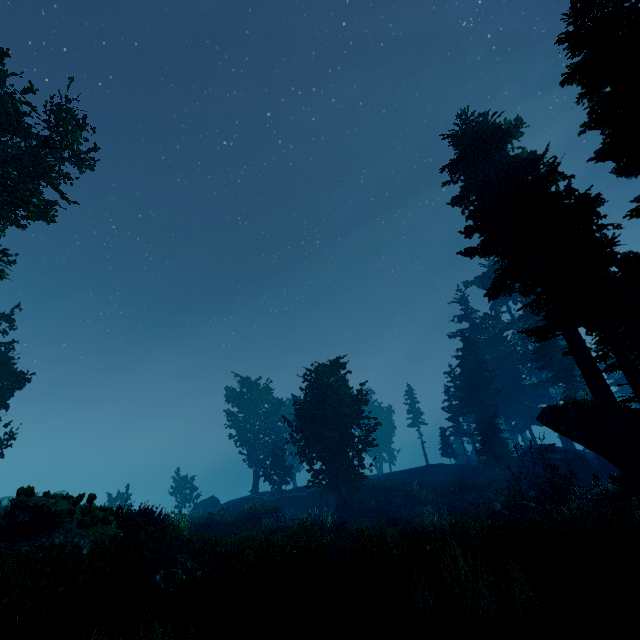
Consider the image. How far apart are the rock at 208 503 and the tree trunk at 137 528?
32.2m

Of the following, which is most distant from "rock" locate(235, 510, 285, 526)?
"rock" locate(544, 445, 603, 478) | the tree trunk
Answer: "rock" locate(544, 445, 603, 478)

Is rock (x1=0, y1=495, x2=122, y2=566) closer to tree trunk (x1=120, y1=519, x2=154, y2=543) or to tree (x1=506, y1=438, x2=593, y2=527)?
tree trunk (x1=120, y1=519, x2=154, y2=543)

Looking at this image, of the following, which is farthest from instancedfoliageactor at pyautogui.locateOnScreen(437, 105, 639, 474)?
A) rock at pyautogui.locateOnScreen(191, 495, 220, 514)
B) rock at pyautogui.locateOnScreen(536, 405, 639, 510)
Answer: rock at pyautogui.locateOnScreen(191, 495, 220, 514)

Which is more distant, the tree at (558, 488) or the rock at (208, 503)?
the rock at (208, 503)

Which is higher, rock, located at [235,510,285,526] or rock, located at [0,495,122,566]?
rock, located at [0,495,122,566]

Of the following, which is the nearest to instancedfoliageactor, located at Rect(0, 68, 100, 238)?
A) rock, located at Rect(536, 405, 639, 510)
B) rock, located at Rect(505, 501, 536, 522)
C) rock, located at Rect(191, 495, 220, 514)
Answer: rock, located at Rect(536, 405, 639, 510)

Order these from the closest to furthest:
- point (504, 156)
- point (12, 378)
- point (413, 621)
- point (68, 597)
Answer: point (413, 621) → point (68, 597) → point (504, 156) → point (12, 378)
